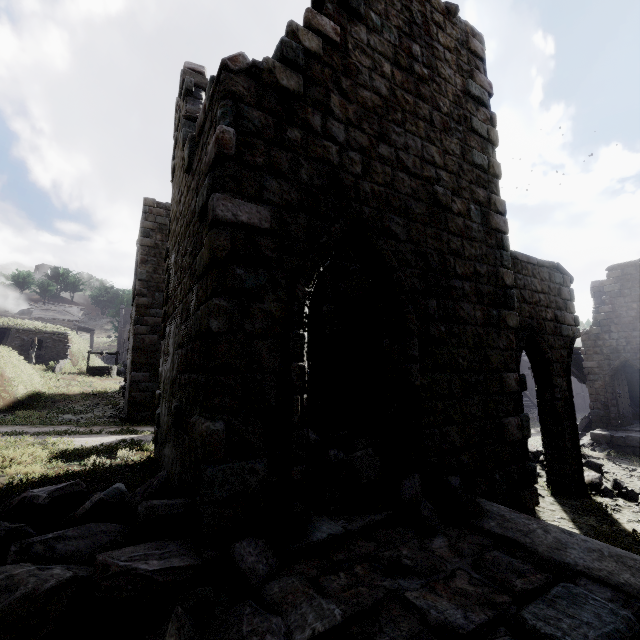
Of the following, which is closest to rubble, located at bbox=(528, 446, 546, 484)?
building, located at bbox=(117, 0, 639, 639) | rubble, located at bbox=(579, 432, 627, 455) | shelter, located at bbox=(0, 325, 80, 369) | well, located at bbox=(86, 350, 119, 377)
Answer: building, located at bbox=(117, 0, 639, 639)

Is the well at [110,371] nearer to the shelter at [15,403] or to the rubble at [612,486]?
the shelter at [15,403]

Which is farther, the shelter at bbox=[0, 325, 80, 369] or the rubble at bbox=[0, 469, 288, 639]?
the shelter at bbox=[0, 325, 80, 369]

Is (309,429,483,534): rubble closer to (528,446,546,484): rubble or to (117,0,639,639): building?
(117,0,639,639): building

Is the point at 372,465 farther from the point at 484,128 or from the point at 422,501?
the point at 484,128

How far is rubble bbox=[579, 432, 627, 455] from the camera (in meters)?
16.48

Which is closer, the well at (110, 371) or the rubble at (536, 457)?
the rubble at (536, 457)

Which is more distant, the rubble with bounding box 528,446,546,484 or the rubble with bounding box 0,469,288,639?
the rubble with bounding box 528,446,546,484
